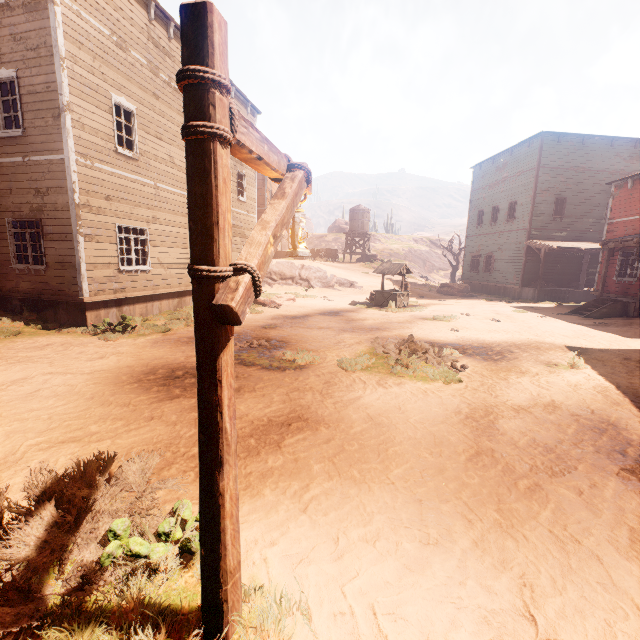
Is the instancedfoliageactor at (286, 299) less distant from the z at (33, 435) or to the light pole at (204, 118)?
the z at (33, 435)

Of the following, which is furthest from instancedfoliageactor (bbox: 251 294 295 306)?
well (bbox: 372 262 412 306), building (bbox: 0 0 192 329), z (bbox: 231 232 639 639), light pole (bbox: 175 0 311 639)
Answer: light pole (bbox: 175 0 311 639)

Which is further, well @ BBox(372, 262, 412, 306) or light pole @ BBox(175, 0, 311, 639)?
well @ BBox(372, 262, 412, 306)

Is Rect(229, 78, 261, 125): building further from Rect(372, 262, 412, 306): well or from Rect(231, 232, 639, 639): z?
Rect(372, 262, 412, 306): well

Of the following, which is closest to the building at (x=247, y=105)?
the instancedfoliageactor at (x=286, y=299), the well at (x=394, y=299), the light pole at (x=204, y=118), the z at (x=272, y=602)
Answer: the z at (x=272, y=602)

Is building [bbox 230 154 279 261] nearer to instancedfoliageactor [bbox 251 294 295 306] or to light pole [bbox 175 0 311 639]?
light pole [bbox 175 0 311 639]

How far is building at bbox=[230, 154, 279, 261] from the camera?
17.69m

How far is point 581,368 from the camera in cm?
728
